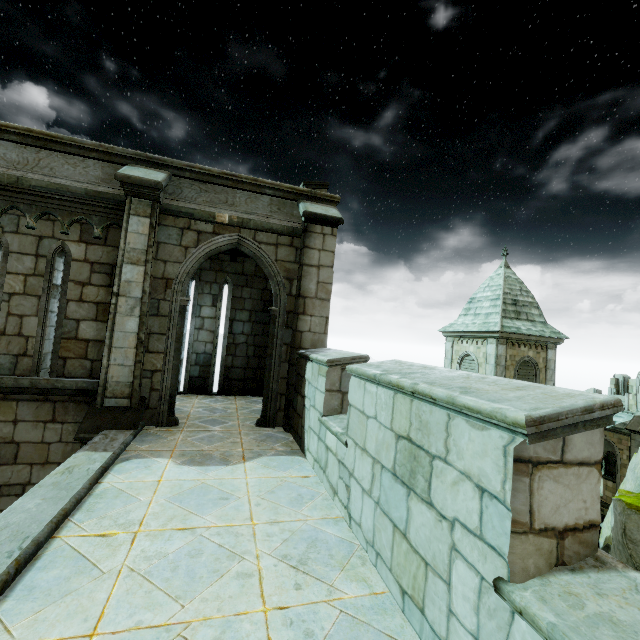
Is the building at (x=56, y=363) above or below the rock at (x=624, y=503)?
above

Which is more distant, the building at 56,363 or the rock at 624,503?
the rock at 624,503

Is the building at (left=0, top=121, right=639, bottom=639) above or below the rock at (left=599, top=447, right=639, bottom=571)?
above

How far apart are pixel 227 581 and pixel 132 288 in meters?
5.2

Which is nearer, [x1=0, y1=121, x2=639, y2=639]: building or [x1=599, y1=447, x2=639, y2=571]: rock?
[x1=0, y1=121, x2=639, y2=639]: building
